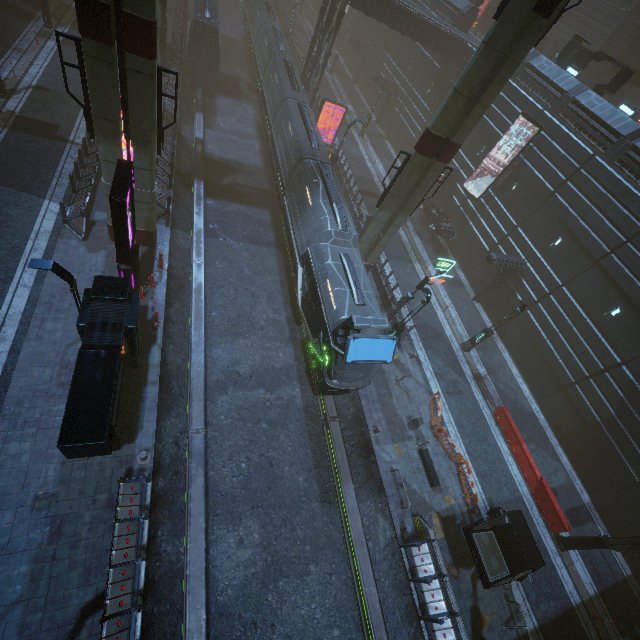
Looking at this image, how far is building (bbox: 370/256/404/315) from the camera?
22.2m

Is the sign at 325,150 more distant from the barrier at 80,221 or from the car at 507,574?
the car at 507,574

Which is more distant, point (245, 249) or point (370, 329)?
point (245, 249)

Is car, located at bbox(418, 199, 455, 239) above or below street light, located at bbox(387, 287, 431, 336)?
below

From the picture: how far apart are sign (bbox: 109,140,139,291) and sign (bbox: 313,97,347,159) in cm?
2126

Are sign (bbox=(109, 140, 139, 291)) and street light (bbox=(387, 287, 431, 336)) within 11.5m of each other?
no

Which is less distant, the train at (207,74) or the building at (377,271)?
the building at (377,271)

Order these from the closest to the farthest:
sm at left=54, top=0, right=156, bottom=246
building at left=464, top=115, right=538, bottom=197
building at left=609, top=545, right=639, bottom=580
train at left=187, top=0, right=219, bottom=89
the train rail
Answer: sm at left=54, top=0, right=156, bottom=246, the train rail, building at left=609, top=545, right=639, bottom=580, building at left=464, top=115, right=538, bottom=197, train at left=187, top=0, right=219, bottom=89
